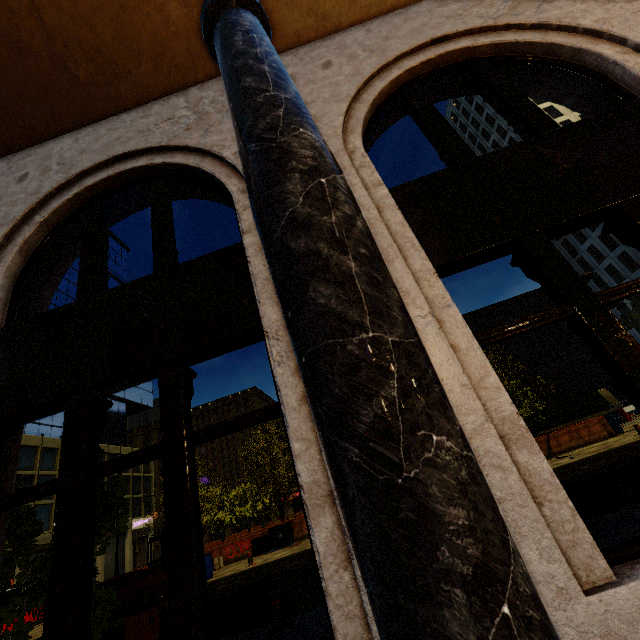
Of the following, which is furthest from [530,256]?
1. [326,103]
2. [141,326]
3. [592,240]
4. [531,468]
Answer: [592,240]

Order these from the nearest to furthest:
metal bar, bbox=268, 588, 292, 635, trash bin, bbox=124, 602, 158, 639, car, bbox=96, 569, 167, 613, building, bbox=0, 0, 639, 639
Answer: building, bbox=0, 0, 639, 639
metal bar, bbox=268, 588, 292, 635
trash bin, bbox=124, 602, 158, 639
car, bbox=96, 569, 167, 613

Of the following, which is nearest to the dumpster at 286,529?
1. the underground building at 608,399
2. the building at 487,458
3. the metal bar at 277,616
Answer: the metal bar at 277,616

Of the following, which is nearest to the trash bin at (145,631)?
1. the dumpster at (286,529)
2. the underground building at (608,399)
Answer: the dumpster at (286,529)

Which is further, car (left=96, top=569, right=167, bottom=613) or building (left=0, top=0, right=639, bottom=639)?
car (left=96, top=569, right=167, bottom=613)

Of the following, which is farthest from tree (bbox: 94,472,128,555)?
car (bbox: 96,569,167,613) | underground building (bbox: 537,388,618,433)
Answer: car (bbox: 96,569,167,613)

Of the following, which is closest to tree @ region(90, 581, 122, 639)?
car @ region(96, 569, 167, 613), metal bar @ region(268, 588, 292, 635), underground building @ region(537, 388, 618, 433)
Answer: underground building @ region(537, 388, 618, 433)

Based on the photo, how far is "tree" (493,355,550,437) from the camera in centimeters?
2128cm
